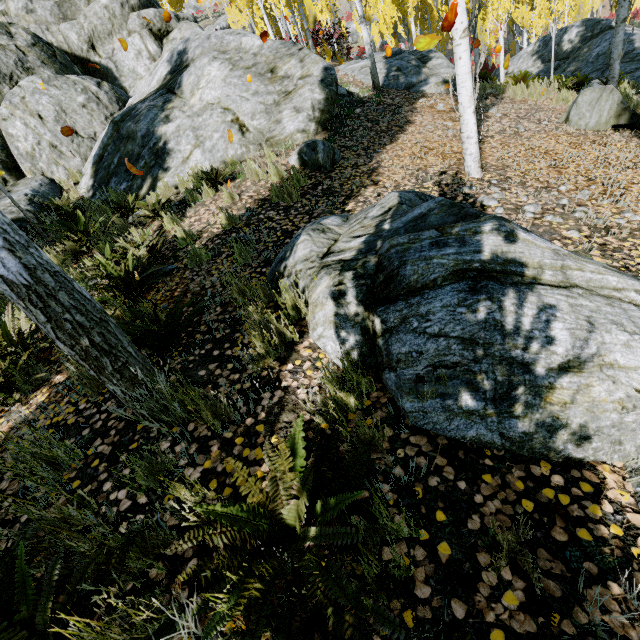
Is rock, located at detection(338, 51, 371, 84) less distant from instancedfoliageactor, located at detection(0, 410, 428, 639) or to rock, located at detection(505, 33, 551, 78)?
instancedfoliageactor, located at detection(0, 410, 428, 639)

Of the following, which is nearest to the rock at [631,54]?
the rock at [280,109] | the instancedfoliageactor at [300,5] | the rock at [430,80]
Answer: the instancedfoliageactor at [300,5]

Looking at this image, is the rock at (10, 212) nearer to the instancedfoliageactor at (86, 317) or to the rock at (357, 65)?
the instancedfoliageactor at (86, 317)

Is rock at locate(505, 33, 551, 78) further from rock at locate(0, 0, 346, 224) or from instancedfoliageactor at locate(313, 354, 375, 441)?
rock at locate(0, 0, 346, 224)

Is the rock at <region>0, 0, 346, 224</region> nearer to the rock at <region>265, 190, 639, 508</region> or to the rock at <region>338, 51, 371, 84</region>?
the rock at <region>338, 51, 371, 84</region>

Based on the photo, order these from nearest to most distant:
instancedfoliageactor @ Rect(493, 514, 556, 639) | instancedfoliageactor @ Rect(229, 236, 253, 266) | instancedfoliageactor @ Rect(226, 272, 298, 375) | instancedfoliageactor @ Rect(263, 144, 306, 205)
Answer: instancedfoliageactor @ Rect(493, 514, 556, 639) < instancedfoliageactor @ Rect(226, 272, 298, 375) < instancedfoliageactor @ Rect(229, 236, 253, 266) < instancedfoliageactor @ Rect(263, 144, 306, 205)

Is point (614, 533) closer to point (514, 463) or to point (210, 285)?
point (514, 463)

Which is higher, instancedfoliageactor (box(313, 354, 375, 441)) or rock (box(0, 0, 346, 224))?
rock (box(0, 0, 346, 224))
